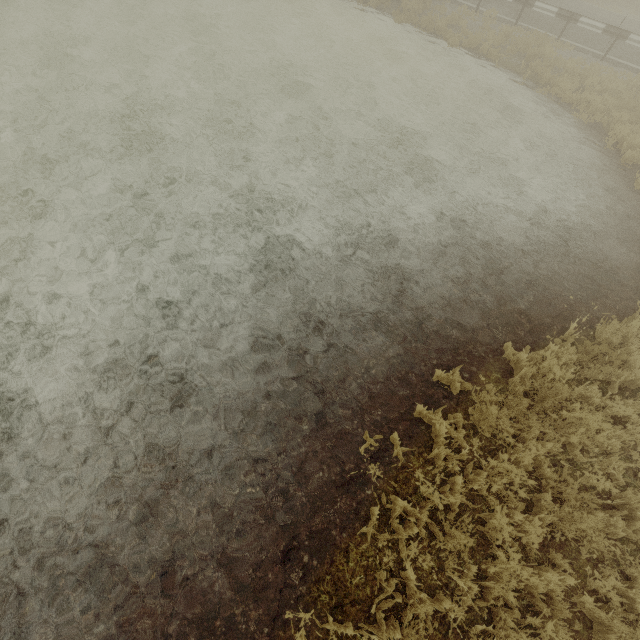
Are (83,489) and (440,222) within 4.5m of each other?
no
